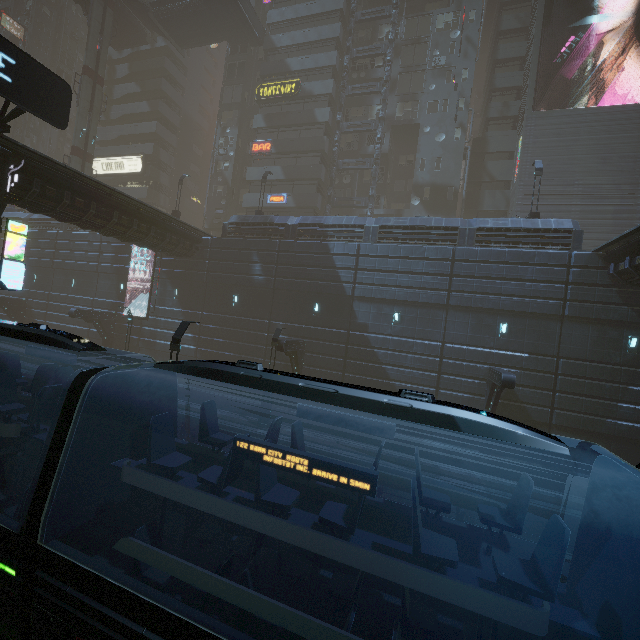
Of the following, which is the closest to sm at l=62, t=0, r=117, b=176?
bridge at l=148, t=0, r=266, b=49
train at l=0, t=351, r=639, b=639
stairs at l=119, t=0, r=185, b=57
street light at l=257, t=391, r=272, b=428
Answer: stairs at l=119, t=0, r=185, b=57

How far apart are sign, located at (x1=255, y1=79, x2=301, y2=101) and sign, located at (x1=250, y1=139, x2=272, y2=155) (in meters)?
4.34

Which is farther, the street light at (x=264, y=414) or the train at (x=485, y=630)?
the street light at (x=264, y=414)

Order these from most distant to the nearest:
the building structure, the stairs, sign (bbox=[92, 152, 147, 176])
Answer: sign (bbox=[92, 152, 147, 176]), the stairs, the building structure

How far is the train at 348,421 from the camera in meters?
5.8

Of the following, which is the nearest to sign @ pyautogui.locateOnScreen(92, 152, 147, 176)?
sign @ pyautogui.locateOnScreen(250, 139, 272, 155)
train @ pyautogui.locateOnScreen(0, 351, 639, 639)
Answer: sign @ pyautogui.locateOnScreen(250, 139, 272, 155)

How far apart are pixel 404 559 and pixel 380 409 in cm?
183

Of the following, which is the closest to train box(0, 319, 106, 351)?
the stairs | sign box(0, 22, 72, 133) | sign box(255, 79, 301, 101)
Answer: sign box(0, 22, 72, 133)
